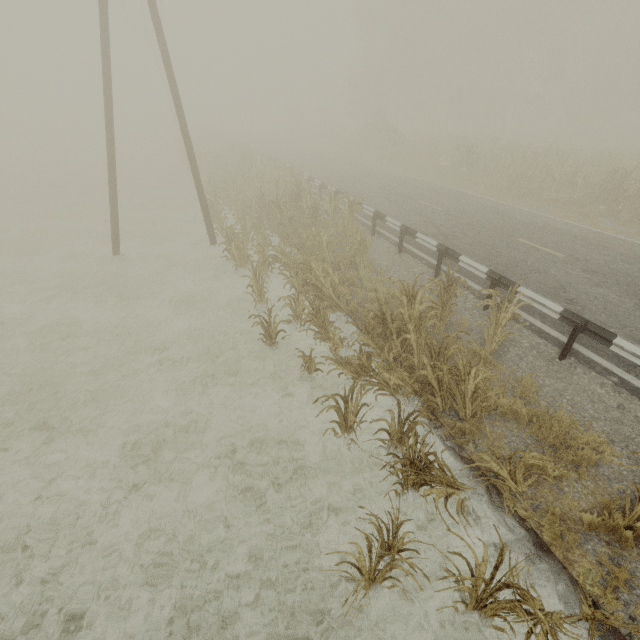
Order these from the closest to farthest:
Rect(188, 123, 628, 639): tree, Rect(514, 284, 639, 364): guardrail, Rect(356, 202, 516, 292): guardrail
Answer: Rect(188, 123, 628, 639): tree < Rect(514, 284, 639, 364): guardrail < Rect(356, 202, 516, 292): guardrail

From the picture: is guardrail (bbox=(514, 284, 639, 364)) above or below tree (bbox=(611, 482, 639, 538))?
above

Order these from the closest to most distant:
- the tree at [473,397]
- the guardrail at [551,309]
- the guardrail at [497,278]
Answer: the tree at [473,397], the guardrail at [551,309], the guardrail at [497,278]

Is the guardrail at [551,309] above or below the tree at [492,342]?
above

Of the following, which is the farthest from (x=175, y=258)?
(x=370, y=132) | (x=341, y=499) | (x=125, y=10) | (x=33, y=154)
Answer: (x=33, y=154)

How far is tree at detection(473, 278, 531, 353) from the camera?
6.07m

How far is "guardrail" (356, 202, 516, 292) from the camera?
7.8m
